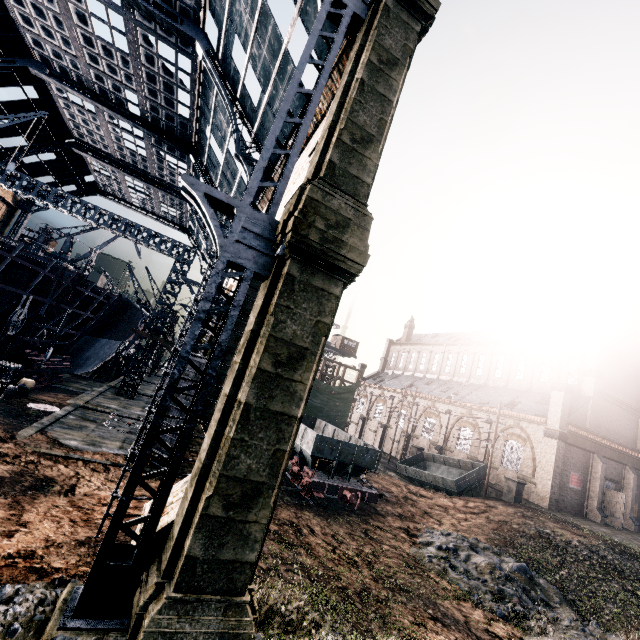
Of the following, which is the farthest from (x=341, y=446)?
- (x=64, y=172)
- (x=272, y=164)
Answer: (x=64, y=172)

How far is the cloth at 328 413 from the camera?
38.88m

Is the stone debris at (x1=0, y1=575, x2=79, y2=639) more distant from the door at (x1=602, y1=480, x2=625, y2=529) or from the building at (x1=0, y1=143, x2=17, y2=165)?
the door at (x1=602, y1=480, x2=625, y2=529)

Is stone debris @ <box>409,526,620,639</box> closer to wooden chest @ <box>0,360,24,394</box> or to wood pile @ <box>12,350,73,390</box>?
wooden chest @ <box>0,360,24,394</box>

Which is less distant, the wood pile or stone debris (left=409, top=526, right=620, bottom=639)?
stone debris (left=409, top=526, right=620, bottom=639)

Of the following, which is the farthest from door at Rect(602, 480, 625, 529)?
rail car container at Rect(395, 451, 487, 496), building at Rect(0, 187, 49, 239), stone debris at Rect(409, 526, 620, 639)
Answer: building at Rect(0, 187, 49, 239)

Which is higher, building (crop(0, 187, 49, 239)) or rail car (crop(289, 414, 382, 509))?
building (crop(0, 187, 49, 239))

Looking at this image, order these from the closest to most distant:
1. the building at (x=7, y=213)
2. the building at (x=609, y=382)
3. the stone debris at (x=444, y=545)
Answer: the stone debris at (x=444, y=545) → the building at (x=609, y=382) → the building at (x=7, y=213)
